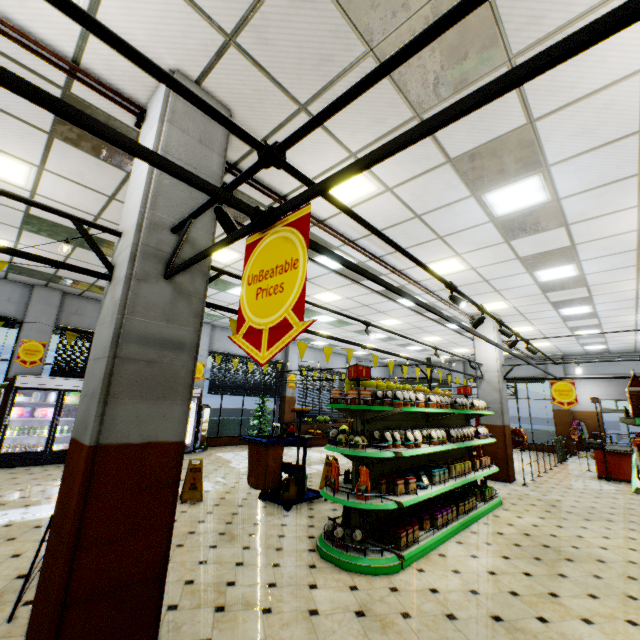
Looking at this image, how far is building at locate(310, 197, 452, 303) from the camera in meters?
5.3 m

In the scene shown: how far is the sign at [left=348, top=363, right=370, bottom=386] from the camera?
4.7 meters

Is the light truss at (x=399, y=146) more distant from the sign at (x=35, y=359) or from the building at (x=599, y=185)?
the sign at (x=35, y=359)

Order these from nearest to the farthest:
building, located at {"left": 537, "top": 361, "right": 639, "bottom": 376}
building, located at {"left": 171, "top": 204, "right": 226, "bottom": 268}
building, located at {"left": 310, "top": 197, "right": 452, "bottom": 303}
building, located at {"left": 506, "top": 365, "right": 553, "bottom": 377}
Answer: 1. building, located at {"left": 171, "top": 204, "right": 226, "bottom": 268}
2. building, located at {"left": 310, "top": 197, "right": 452, "bottom": 303}
3. building, located at {"left": 537, "top": 361, "right": 639, "bottom": 376}
4. building, located at {"left": 506, "top": 365, "right": 553, "bottom": 377}

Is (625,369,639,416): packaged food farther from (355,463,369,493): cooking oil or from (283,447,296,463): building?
(355,463,369,493): cooking oil

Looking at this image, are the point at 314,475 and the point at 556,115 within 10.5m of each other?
yes

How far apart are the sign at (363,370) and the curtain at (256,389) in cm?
987

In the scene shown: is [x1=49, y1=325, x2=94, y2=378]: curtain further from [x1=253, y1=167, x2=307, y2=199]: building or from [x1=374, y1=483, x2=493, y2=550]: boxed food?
[x1=374, y1=483, x2=493, y2=550]: boxed food
